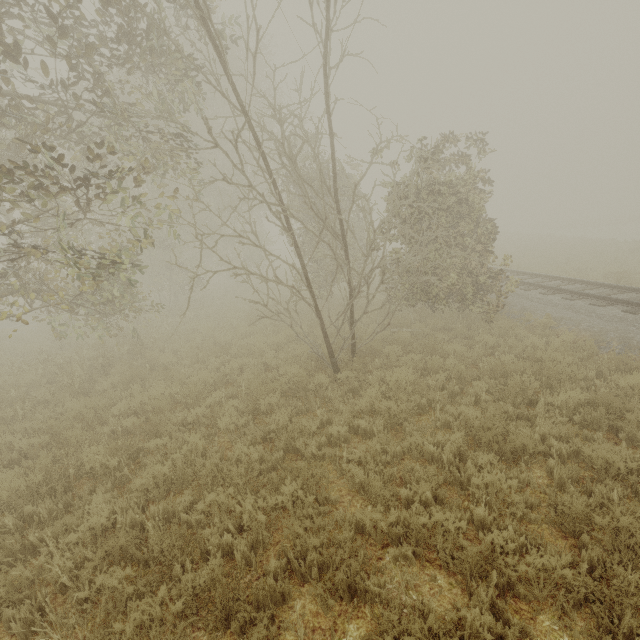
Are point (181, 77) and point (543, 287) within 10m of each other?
no
